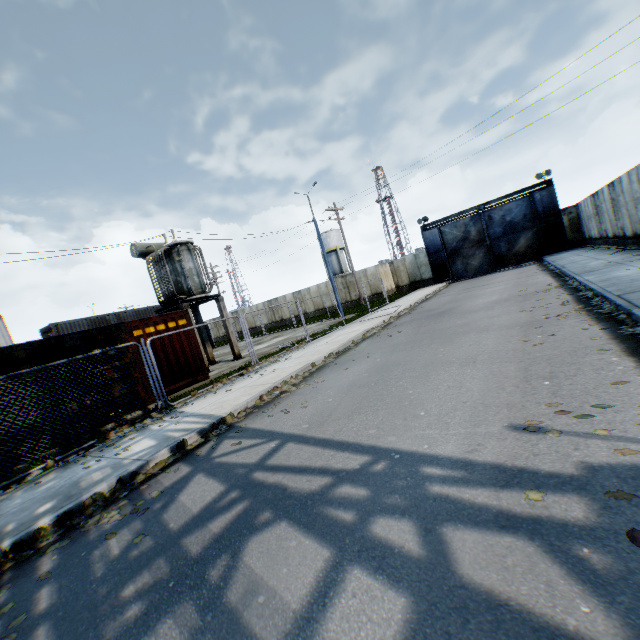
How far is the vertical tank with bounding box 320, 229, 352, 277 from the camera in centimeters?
5378cm

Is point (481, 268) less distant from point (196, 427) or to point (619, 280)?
point (619, 280)

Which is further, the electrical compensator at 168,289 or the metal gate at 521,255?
the metal gate at 521,255

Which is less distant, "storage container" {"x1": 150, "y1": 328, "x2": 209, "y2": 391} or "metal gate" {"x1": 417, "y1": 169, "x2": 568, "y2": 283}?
"storage container" {"x1": 150, "y1": 328, "x2": 209, "y2": 391}

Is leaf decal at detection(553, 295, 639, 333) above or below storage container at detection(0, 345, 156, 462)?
below

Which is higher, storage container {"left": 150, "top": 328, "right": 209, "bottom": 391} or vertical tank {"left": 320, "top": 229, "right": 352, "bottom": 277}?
vertical tank {"left": 320, "top": 229, "right": 352, "bottom": 277}

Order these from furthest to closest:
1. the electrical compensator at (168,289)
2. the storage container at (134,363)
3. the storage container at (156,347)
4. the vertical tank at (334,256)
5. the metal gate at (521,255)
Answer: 1. the vertical tank at (334,256)
2. the metal gate at (521,255)
3. the electrical compensator at (168,289)
4. the storage container at (156,347)
5. the storage container at (134,363)

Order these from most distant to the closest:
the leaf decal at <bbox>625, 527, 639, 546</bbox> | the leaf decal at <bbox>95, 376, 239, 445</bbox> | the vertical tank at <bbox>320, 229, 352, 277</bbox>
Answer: the vertical tank at <bbox>320, 229, 352, 277</bbox>, the leaf decal at <bbox>95, 376, 239, 445</bbox>, the leaf decal at <bbox>625, 527, 639, 546</bbox>
